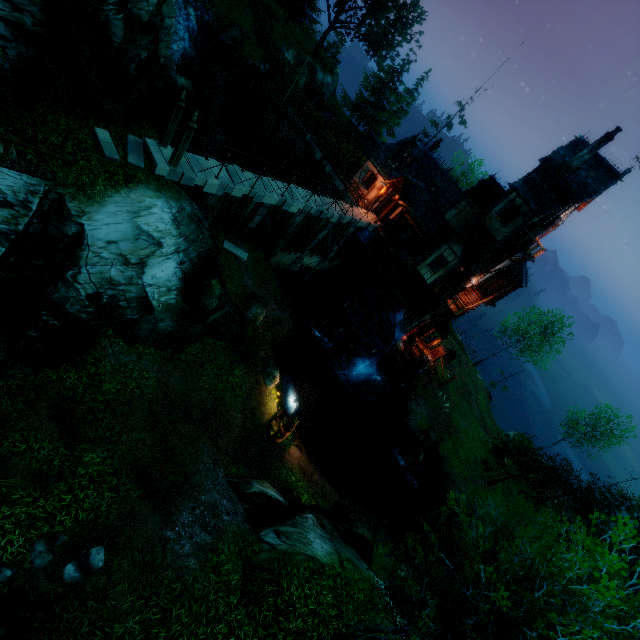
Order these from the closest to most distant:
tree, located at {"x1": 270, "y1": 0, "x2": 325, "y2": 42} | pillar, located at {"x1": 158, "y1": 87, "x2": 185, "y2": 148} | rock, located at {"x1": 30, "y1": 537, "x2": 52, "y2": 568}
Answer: rock, located at {"x1": 30, "y1": 537, "x2": 52, "y2": 568}, pillar, located at {"x1": 158, "y1": 87, "x2": 185, "y2": 148}, tree, located at {"x1": 270, "y1": 0, "x2": 325, "y2": 42}

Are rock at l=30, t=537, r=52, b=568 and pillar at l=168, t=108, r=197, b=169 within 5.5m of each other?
no

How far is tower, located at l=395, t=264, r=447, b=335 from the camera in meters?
27.1 m

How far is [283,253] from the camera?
25.2m

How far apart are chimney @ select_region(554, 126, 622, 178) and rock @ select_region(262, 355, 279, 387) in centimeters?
2231cm

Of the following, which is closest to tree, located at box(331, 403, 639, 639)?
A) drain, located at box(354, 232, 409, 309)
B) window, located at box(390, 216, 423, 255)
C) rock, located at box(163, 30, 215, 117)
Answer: rock, located at box(163, 30, 215, 117)

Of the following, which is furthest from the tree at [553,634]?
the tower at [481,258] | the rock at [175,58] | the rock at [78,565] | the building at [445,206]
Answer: the tower at [481,258]

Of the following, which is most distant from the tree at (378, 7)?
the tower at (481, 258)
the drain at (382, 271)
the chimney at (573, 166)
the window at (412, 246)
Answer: the chimney at (573, 166)
